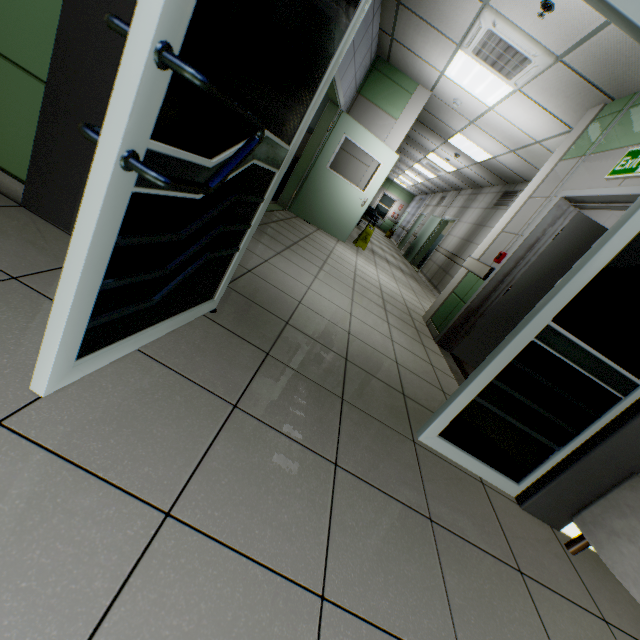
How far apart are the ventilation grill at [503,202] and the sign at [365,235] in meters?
3.2

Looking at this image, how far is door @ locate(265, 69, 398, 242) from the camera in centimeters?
589cm

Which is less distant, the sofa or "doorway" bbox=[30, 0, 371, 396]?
"doorway" bbox=[30, 0, 371, 396]

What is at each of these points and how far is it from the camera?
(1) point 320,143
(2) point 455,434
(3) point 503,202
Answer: (1) door, 6.1m
(2) doorway, 1.9m
(3) ventilation grill, 8.0m

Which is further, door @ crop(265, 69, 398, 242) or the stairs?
door @ crop(265, 69, 398, 242)

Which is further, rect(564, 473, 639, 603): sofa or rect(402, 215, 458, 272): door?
rect(402, 215, 458, 272): door

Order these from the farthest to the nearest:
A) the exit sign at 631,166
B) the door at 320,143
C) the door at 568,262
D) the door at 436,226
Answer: the door at 436,226 < the door at 320,143 < the door at 568,262 < the exit sign at 631,166

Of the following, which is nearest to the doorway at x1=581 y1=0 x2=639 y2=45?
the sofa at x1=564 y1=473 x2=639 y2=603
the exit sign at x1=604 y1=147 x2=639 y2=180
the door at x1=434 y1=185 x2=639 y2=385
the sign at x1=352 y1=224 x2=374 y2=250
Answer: the sofa at x1=564 y1=473 x2=639 y2=603
